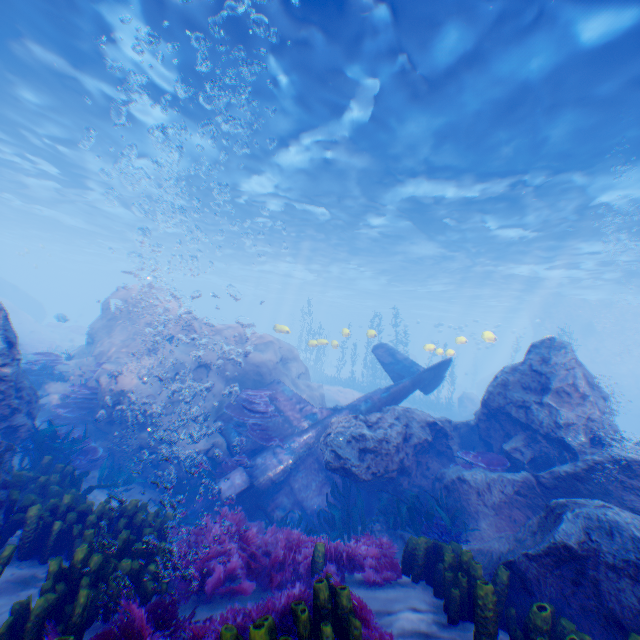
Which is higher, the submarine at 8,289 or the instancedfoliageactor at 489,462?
the submarine at 8,289

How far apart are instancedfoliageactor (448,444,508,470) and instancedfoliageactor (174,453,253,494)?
5.3 meters

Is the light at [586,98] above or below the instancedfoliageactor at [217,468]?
above

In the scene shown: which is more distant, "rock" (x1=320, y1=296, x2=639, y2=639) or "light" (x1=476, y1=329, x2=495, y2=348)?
"light" (x1=476, y1=329, x2=495, y2=348)

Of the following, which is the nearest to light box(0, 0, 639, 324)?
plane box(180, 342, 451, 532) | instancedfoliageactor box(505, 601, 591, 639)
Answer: plane box(180, 342, 451, 532)

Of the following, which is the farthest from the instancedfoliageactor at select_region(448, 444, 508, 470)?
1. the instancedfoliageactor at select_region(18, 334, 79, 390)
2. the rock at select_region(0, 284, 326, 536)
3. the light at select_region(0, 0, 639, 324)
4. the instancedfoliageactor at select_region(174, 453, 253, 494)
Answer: the light at select_region(0, 0, 639, 324)

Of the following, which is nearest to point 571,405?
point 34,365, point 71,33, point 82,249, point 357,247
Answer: point 34,365

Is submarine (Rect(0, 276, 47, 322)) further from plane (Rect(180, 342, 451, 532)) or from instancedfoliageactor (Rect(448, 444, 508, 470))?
instancedfoliageactor (Rect(448, 444, 508, 470))
